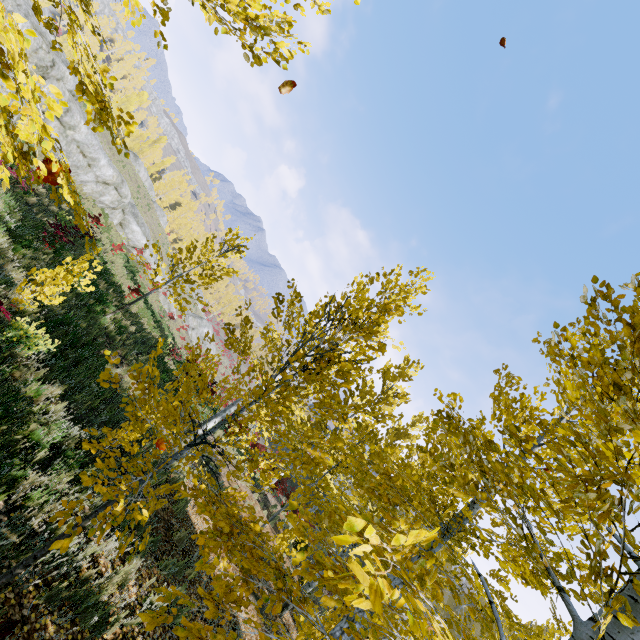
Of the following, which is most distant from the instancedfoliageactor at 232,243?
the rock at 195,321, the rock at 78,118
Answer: the rock at 195,321

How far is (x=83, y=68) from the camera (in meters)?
2.61

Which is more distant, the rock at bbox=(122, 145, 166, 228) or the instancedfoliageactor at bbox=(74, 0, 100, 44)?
the rock at bbox=(122, 145, 166, 228)

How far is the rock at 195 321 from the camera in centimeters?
4222cm

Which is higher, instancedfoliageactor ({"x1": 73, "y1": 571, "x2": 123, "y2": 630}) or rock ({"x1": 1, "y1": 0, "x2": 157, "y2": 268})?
rock ({"x1": 1, "y1": 0, "x2": 157, "y2": 268})

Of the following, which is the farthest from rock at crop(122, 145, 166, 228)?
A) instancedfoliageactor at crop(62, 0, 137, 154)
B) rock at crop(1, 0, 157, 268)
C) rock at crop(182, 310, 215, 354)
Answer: rock at crop(1, 0, 157, 268)

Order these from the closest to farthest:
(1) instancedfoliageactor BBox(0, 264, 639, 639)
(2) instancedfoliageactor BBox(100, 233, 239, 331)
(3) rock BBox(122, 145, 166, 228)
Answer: (1) instancedfoliageactor BBox(0, 264, 639, 639) → (2) instancedfoliageactor BBox(100, 233, 239, 331) → (3) rock BBox(122, 145, 166, 228)

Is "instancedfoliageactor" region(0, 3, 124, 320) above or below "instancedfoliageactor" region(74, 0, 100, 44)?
below
